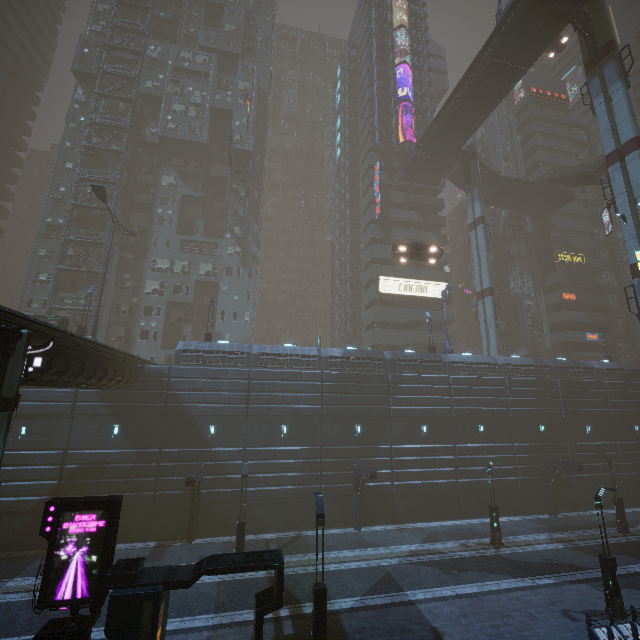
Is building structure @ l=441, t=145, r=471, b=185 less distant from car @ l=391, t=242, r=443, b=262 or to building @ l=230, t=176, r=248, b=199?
building @ l=230, t=176, r=248, b=199

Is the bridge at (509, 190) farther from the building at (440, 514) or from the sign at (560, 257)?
the sign at (560, 257)

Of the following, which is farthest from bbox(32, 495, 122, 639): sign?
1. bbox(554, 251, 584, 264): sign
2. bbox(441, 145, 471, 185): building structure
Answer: bbox(554, 251, 584, 264): sign

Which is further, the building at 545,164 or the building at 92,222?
the building at 545,164

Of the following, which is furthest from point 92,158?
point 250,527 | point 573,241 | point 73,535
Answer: point 573,241

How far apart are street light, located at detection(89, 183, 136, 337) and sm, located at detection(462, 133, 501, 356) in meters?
38.1

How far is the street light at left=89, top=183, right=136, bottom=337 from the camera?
25.83m

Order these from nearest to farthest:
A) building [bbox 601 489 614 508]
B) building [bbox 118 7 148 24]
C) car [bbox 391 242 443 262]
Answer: car [bbox 391 242 443 262], building [bbox 601 489 614 508], building [bbox 118 7 148 24]
